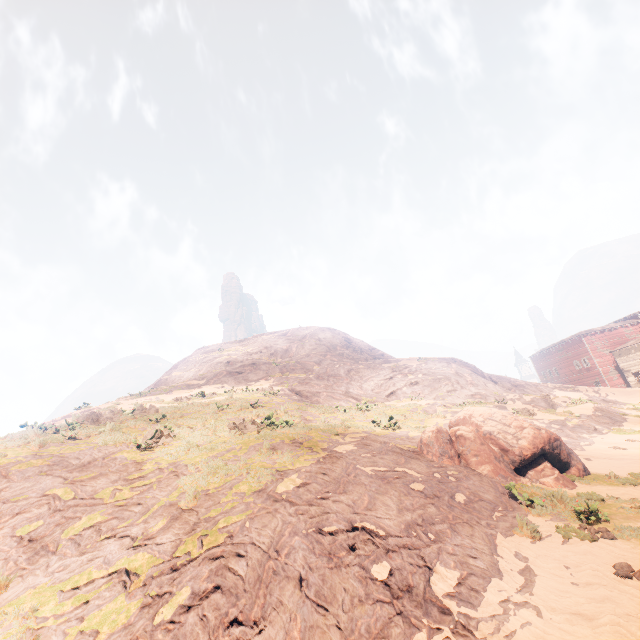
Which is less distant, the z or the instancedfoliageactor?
the z

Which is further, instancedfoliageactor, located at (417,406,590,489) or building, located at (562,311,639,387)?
building, located at (562,311,639,387)

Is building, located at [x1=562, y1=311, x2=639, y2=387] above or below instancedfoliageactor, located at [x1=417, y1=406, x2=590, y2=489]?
above

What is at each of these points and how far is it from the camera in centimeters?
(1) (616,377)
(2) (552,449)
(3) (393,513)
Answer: (1) building, 5272cm
(2) instancedfoliageactor, 1070cm
(3) z, 704cm

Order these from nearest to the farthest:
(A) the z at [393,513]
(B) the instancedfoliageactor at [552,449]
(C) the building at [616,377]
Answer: (A) the z at [393,513]
(B) the instancedfoliageactor at [552,449]
(C) the building at [616,377]

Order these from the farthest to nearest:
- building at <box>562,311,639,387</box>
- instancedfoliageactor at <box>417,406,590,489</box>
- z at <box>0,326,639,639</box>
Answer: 1. building at <box>562,311,639,387</box>
2. instancedfoliageactor at <box>417,406,590,489</box>
3. z at <box>0,326,639,639</box>

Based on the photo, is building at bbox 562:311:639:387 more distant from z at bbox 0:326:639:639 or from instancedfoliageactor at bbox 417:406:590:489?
instancedfoliageactor at bbox 417:406:590:489

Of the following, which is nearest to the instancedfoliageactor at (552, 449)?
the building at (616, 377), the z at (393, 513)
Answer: the z at (393, 513)
